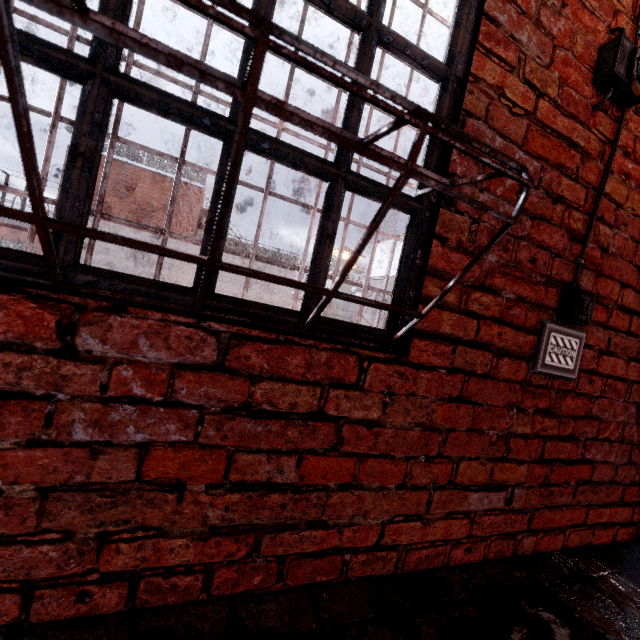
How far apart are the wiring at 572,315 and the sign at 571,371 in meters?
0.1 m

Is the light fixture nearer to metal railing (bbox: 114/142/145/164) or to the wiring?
the wiring

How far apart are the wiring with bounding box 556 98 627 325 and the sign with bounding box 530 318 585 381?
0.1 meters

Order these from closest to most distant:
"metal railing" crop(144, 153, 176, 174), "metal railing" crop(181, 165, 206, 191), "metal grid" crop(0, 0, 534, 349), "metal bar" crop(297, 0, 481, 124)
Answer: "metal grid" crop(0, 0, 534, 349)
"metal bar" crop(297, 0, 481, 124)
"metal railing" crop(144, 153, 176, 174)
"metal railing" crop(181, 165, 206, 191)

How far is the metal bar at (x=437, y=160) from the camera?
1.1m

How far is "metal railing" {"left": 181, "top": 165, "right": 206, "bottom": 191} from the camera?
16.9 meters

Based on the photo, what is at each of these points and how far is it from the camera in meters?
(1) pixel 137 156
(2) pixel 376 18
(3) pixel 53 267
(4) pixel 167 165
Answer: (1) metal railing, 16.1
(2) metal bar, 1.0
(3) metal grid, 0.7
(4) metal railing, 16.6

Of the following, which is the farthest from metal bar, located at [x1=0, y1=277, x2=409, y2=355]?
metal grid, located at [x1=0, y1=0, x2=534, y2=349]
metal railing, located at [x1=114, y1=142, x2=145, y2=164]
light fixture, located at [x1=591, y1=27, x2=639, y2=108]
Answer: metal railing, located at [x1=114, y1=142, x2=145, y2=164]
